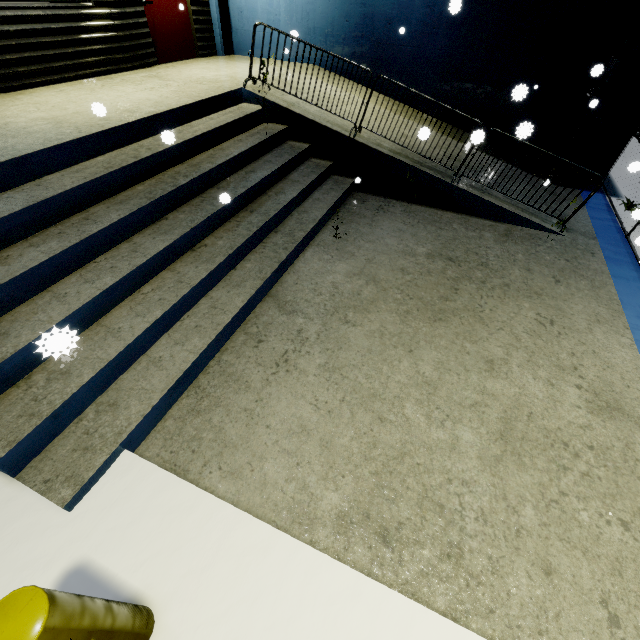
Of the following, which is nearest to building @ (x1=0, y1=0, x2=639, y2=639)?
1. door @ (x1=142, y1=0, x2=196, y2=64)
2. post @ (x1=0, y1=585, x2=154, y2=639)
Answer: door @ (x1=142, y1=0, x2=196, y2=64)

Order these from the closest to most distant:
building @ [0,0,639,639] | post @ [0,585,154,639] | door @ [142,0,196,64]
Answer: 1. post @ [0,585,154,639]
2. building @ [0,0,639,639]
3. door @ [142,0,196,64]

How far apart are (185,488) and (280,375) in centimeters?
132cm

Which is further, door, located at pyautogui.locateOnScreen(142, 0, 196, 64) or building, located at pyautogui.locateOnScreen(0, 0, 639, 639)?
door, located at pyautogui.locateOnScreen(142, 0, 196, 64)

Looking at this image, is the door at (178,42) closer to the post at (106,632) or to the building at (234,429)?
the building at (234,429)

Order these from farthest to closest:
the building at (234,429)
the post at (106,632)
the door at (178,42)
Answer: the door at (178,42), the building at (234,429), the post at (106,632)

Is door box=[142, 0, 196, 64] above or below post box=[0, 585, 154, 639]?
above
